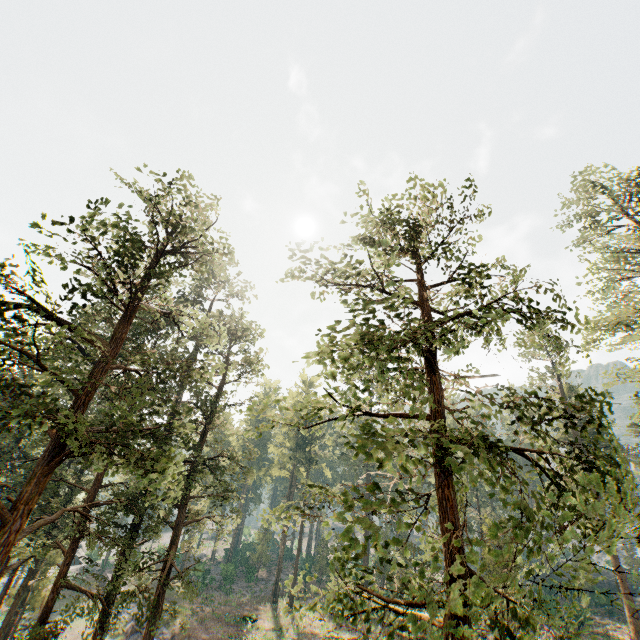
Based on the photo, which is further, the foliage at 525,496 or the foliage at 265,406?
the foliage at 265,406

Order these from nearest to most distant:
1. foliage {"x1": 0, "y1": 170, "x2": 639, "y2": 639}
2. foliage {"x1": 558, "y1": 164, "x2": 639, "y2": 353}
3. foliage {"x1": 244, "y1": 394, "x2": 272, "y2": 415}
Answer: foliage {"x1": 0, "y1": 170, "x2": 639, "y2": 639} < foliage {"x1": 244, "y1": 394, "x2": 272, "y2": 415} < foliage {"x1": 558, "y1": 164, "x2": 639, "y2": 353}

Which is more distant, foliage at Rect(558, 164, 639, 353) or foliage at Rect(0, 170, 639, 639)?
foliage at Rect(558, 164, 639, 353)

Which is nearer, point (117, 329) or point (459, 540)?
point (459, 540)

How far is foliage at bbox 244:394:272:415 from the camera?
8.7m

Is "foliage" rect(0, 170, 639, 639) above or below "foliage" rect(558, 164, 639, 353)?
below

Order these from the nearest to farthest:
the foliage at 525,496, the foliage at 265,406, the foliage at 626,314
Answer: the foliage at 525,496
the foliage at 265,406
the foliage at 626,314
